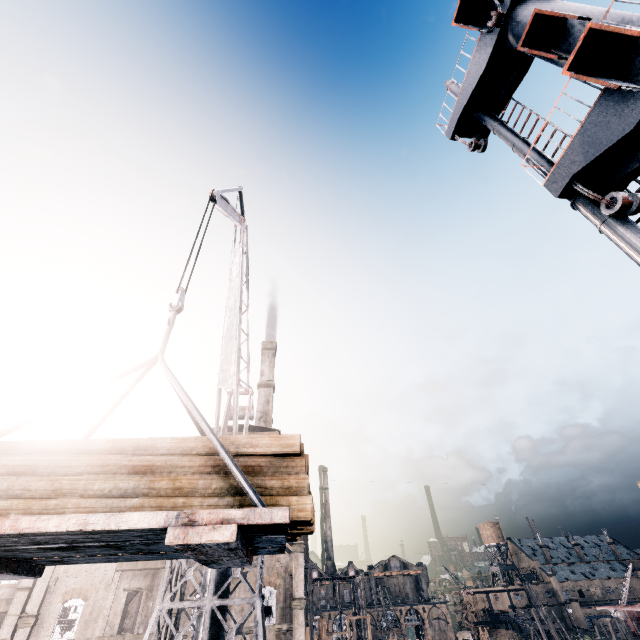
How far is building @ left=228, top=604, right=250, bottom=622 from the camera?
30.8m

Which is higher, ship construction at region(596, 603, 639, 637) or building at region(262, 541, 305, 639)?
building at region(262, 541, 305, 639)

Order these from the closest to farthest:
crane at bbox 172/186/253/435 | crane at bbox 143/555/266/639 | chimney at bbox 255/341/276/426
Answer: crane at bbox 172/186/253/435 < crane at bbox 143/555/266/639 < chimney at bbox 255/341/276/426

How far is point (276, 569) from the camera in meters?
33.5

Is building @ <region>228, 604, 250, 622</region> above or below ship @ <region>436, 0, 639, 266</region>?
below

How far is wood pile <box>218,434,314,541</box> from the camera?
4.8m

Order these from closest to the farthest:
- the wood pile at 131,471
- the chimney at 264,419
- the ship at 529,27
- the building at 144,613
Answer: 1. the wood pile at 131,471
2. the ship at 529,27
3. the building at 144,613
4. the chimney at 264,419

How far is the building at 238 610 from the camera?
30.8 meters
